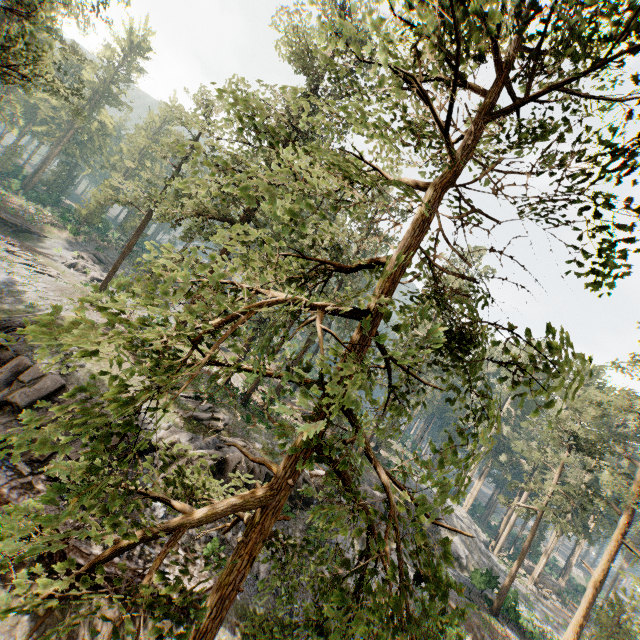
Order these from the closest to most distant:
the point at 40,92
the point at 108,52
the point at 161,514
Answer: the point at 161,514, the point at 40,92, the point at 108,52

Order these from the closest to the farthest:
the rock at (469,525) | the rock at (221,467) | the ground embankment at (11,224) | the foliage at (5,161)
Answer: the rock at (221,467)
the rock at (469,525)
the ground embankment at (11,224)
the foliage at (5,161)

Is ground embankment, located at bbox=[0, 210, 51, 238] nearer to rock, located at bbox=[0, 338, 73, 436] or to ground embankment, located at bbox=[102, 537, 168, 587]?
rock, located at bbox=[0, 338, 73, 436]

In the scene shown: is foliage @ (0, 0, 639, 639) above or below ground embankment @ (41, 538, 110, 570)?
above

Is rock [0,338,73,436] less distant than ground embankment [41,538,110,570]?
No

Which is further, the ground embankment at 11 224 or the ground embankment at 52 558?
the ground embankment at 11 224

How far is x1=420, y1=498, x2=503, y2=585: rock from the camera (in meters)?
31.31
